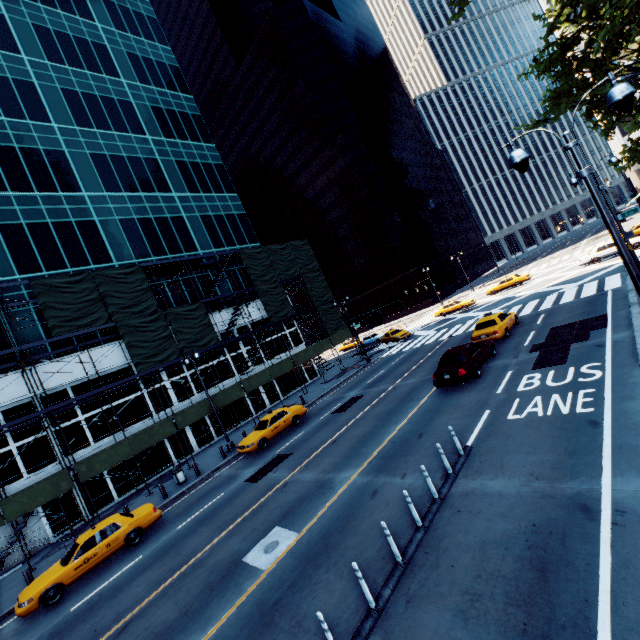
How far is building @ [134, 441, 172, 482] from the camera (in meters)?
24.33

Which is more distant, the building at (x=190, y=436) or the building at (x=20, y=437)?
the building at (x=190, y=436)

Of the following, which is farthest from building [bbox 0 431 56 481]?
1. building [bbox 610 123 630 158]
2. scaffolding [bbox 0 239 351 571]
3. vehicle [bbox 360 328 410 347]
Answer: building [bbox 610 123 630 158]

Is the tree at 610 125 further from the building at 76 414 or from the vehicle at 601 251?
the building at 76 414

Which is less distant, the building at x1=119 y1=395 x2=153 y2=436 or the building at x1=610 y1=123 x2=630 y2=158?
the building at x1=119 y1=395 x2=153 y2=436

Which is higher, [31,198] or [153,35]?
[153,35]
